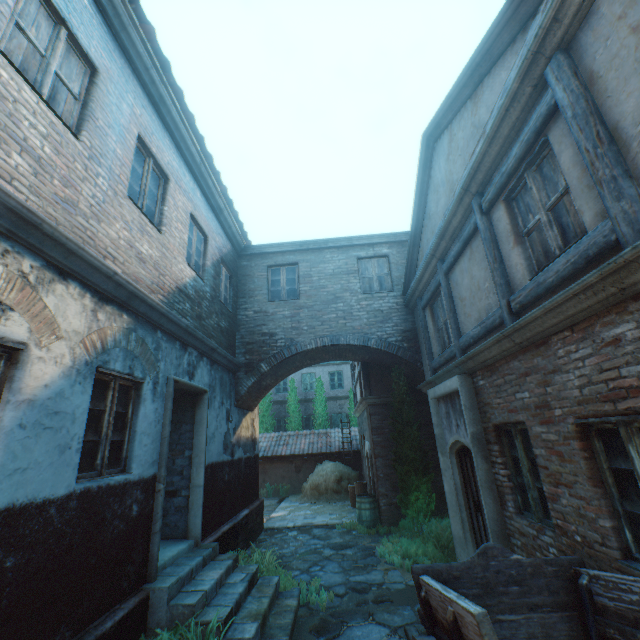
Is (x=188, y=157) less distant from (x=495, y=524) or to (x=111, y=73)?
(x=111, y=73)

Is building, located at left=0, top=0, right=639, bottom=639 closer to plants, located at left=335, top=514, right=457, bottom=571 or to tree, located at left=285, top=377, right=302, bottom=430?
plants, located at left=335, top=514, right=457, bottom=571

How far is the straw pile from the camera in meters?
14.4 m

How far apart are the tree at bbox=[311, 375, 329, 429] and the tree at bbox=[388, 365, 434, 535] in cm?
1157

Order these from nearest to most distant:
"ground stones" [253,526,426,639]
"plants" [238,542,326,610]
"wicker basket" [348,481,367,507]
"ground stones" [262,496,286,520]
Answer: "ground stones" [253,526,426,639]
"plants" [238,542,326,610]
"wicker basket" [348,481,367,507]
"ground stones" [262,496,286,520]

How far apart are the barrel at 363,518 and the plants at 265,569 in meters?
3.4 m

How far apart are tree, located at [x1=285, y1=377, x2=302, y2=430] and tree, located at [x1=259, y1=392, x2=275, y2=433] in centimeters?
70cm

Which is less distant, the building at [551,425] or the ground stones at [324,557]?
the building at [551,425]
